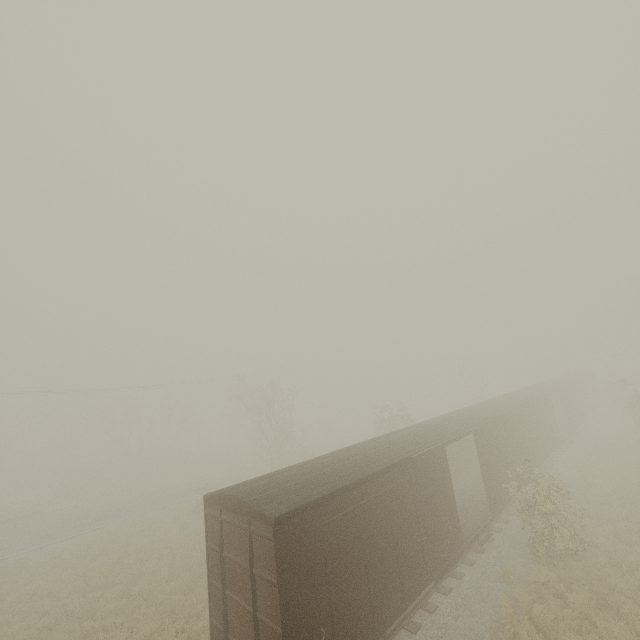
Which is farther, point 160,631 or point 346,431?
point 346,431
